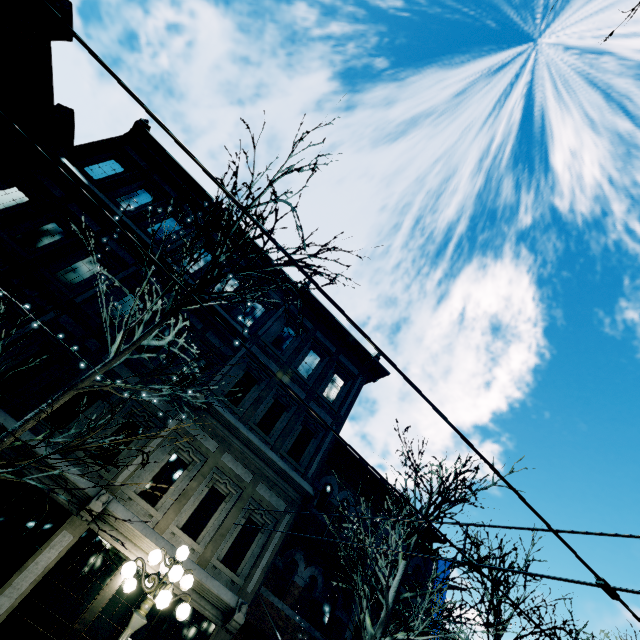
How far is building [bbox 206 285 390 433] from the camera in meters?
13.3 m

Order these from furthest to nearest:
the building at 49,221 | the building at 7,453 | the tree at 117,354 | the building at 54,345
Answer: the building at 49,221, the building at 54,345, the building at 7,453, the tree at 117,354

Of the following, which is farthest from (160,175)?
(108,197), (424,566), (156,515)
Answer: (424,566)

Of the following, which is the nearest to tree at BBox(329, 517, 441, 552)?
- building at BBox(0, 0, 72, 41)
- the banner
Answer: building at BBox(0, 0, 72, 41)

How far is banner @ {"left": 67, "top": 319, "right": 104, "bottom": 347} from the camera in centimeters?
923cm

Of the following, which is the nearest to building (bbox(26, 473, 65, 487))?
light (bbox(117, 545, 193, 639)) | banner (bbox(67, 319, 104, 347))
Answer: banner (bbox(67, 319, 104, 347))

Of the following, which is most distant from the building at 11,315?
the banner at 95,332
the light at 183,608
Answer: the light at 183,608
